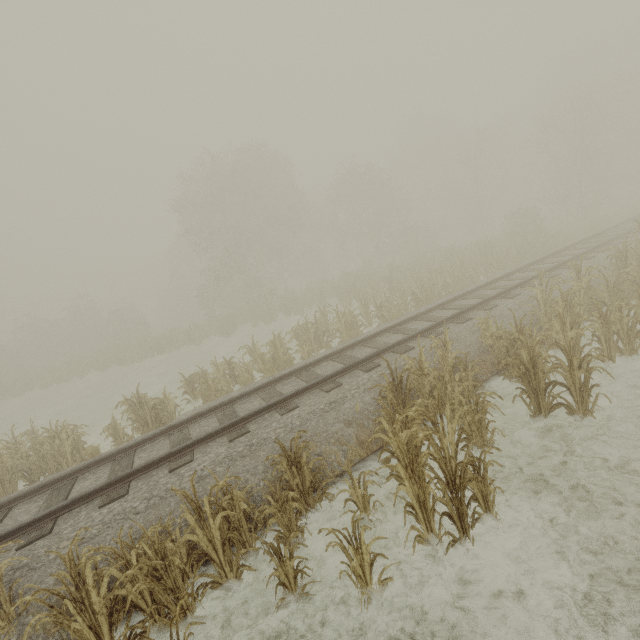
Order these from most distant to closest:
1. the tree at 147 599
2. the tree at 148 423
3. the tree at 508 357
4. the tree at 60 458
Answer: the tree at 148 423 → the tree at 60 458 → the tree at 508 357 → the tree at 147 599

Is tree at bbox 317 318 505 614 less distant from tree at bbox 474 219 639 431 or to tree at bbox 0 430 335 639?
tree at bbox 0 430 335 639

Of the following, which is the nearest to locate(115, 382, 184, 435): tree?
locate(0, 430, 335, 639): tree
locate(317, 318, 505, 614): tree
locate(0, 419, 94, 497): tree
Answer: locate(0, 419, 94, 497): tree

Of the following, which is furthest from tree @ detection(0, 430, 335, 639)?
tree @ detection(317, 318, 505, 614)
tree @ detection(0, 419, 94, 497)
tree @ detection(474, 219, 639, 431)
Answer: tree @ detection(474, 219, 639, 431)

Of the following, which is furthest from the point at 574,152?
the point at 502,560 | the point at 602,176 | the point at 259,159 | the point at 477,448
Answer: the point at 502,560

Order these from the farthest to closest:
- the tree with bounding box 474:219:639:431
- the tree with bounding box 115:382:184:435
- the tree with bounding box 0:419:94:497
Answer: the tree with bounding box 115:382:184:435 → the tree with bounding box 0:419:94:497 → the tree with bounding box 474:219:639:431

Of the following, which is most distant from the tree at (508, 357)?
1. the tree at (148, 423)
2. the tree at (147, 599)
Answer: the tree at (148, 423)

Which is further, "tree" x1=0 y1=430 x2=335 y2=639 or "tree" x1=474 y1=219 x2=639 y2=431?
"tree" x1=474 y1=219 x2=639 y2=431
